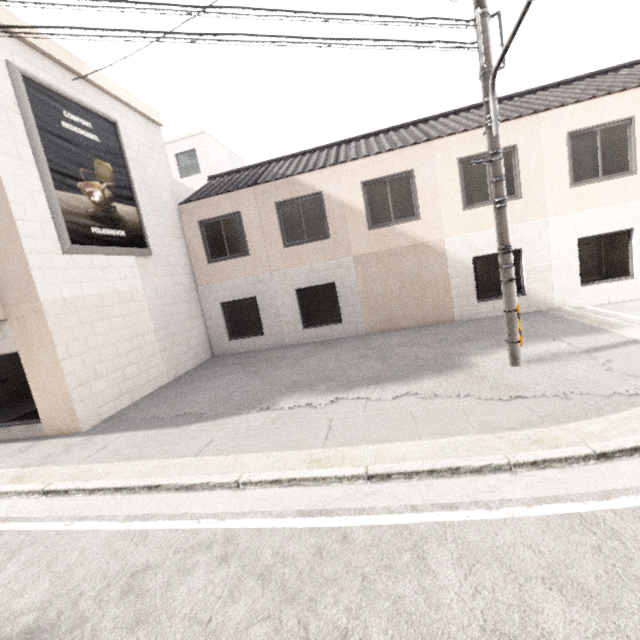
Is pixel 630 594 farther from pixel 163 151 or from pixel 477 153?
pixel 163 151

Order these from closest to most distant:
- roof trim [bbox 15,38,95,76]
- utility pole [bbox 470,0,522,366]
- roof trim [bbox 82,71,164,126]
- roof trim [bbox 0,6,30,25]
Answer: utility pole [bbox 470,0,522,366], roof trim [bbox 0,6,30,25], roof trim [bbox 15,38,95,76], roof trim [bbox 82,71,164,126]

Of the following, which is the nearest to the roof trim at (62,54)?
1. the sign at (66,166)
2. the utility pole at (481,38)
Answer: the sign at (66,166)

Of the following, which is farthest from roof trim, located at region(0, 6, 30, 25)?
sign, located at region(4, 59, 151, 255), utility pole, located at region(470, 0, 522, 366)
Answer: utility pole, located at region(470, 0, 522, 366)

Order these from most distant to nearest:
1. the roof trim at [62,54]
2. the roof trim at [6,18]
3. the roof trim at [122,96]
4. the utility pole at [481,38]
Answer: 1. the roof trim at [122,96]
2. the roof trim at [62,54]
3. the roof trim at [6,18]
4. the utility pole at [481,38]

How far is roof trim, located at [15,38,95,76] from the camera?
7.23m

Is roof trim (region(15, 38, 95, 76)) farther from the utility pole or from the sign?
the utility pole
